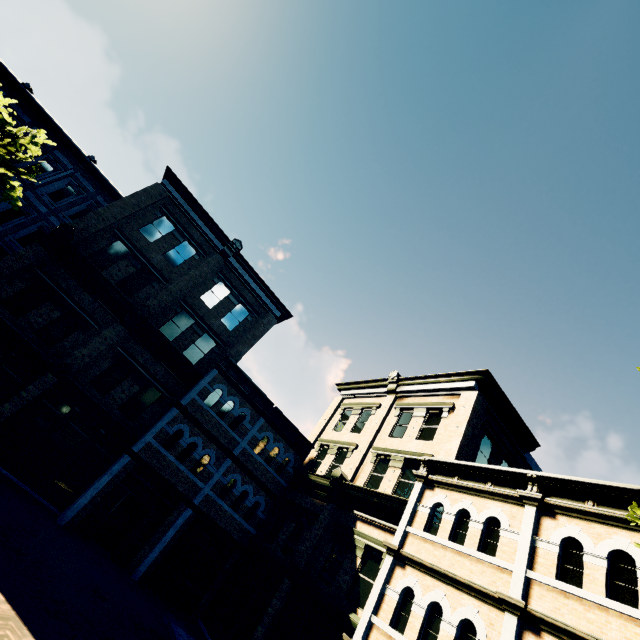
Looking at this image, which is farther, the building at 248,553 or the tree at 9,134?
the tree at 9,134

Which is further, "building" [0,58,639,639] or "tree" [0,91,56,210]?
"tree" [0,91,56,210]

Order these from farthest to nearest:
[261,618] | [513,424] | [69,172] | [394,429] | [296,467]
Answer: [69,172] → [296,467] → [394,429] → [513,424] → [261,618]
